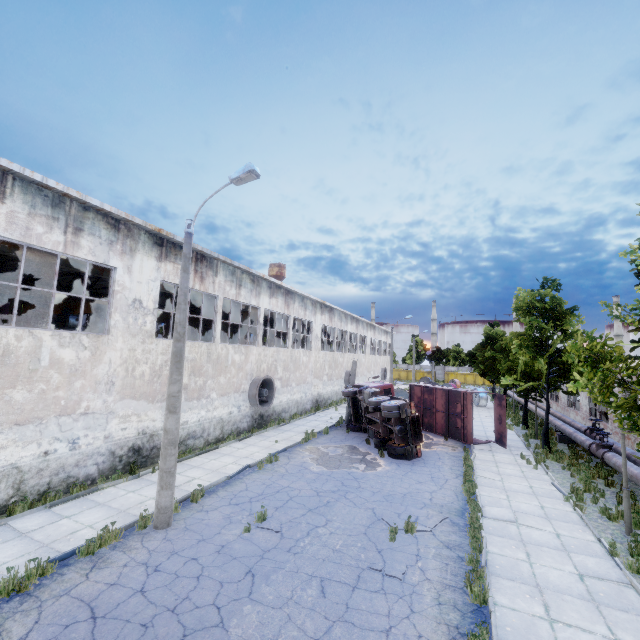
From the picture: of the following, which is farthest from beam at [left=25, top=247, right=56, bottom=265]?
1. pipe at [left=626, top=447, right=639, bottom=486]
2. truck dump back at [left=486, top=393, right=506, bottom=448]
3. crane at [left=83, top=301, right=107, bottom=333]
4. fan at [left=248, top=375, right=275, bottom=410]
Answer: pipe at [left=626, top=447, right=639, bottom=486]

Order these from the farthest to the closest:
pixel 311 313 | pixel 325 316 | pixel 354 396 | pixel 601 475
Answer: pixel 325 316, pixel 311 313, pixel 354 396, pixel 601 475

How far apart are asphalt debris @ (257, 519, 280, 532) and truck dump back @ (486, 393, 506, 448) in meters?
14.8 m

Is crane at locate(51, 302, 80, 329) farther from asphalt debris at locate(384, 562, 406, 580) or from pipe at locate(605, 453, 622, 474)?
pipe at locate(605, 453, 622, 474)

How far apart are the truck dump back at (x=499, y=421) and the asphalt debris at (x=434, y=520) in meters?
10.6 m

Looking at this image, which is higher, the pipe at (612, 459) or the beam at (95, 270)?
the beam at (95, 270)

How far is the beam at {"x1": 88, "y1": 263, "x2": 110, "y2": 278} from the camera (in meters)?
14.28

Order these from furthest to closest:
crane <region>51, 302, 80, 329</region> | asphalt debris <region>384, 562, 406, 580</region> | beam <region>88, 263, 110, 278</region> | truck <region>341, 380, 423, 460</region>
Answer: crane <region>51, 302, 80, 329</region>
truck <region>341, 380, 423, 460</region>
beam <region>88, 263, 110, 278</region>
asphalt debris <region>384, 562, 406, 580</region>
